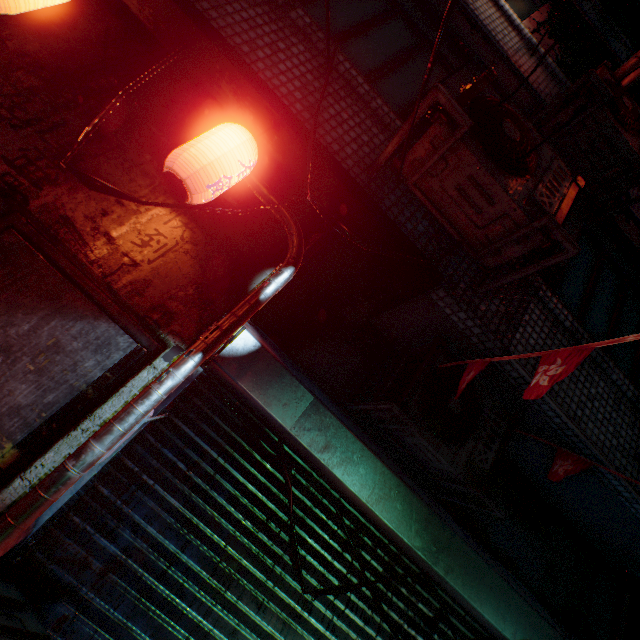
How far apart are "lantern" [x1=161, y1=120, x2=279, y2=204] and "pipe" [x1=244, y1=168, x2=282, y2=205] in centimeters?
13cm

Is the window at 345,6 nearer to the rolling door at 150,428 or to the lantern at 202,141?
the lantern at 202,141

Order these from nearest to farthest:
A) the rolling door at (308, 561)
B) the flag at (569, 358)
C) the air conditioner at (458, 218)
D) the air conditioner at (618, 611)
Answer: the flag at (569, 358) → the air conditioner at (458, 218) → the rolling door at (308, 561) → the air conditioner at (618, 611)

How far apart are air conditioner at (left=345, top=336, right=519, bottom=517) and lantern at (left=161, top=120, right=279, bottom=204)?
1.6m

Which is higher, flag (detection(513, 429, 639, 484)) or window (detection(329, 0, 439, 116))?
window (detection(329, 0, 439, 116))

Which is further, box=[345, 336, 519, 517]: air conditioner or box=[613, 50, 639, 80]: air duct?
box=[613, 50, 639, 80]: air duct

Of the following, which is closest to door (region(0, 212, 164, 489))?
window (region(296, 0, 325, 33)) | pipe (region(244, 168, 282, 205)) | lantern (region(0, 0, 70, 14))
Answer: pipe (region(244, 168, 282, 205))

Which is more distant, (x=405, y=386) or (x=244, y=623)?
(x=405, y=386)
